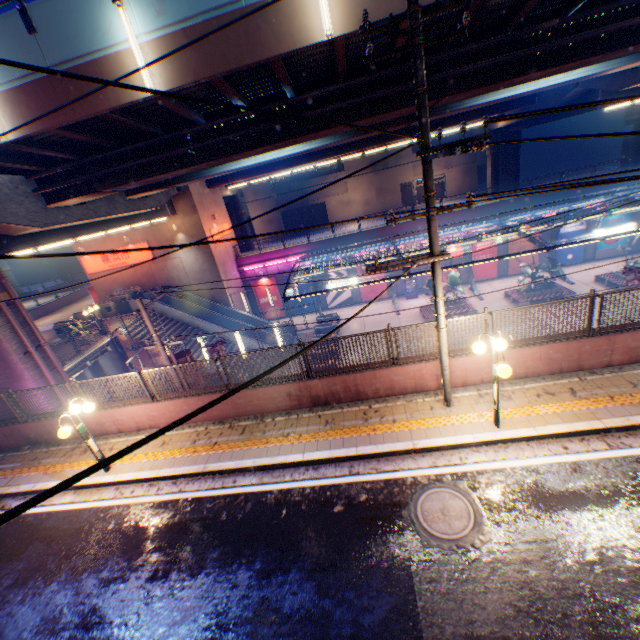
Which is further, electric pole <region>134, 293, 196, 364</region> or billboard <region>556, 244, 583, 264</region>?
billboard <region>556, 244, 583, 264</region>

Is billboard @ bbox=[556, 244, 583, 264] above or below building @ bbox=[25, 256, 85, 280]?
below

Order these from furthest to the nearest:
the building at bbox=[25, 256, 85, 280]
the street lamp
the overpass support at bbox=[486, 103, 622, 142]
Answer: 1. the building at bbox=[25, 256, 85, 280]
2. the overpass support at bbox=[486, 103, 622, 142]
3. the street lamp

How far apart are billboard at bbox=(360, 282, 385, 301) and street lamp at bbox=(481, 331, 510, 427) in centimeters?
Result: 2428cm

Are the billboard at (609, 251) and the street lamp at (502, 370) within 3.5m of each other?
no

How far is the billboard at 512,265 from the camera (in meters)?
29.72

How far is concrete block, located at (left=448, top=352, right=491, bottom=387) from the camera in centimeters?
874cm

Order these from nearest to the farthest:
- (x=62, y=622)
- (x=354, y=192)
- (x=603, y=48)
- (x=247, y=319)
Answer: (x=62, y=622) → (x=603, y=48) → (x=247, y=319) → (x=354, y=192)
